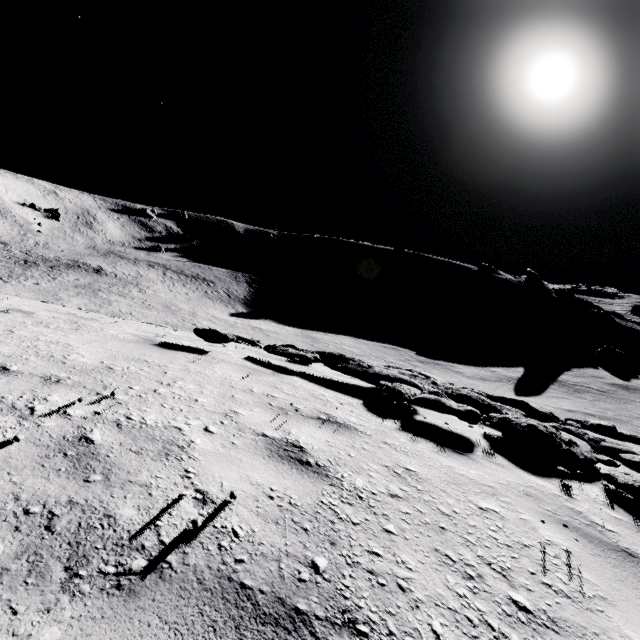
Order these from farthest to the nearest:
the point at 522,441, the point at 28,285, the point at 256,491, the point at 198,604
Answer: the point at 28,285, the point at 522,441, the point at 256,491, the point at 198,604
